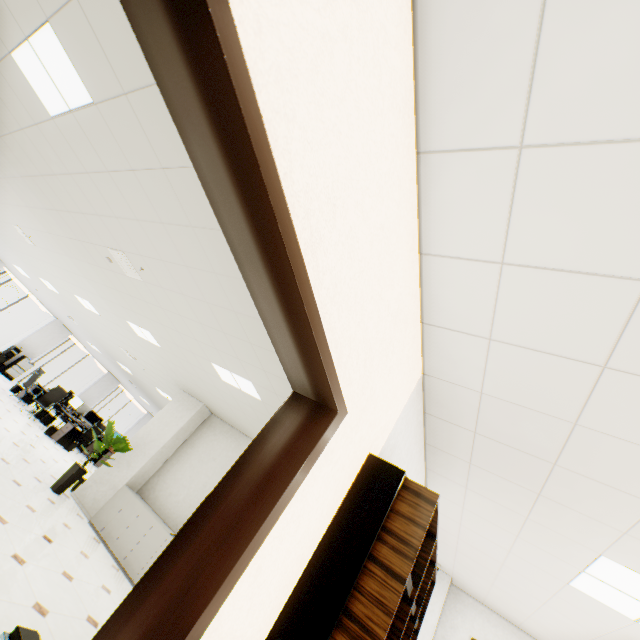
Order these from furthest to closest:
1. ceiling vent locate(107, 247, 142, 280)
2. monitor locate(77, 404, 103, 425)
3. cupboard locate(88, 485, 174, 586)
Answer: monitor locate(77, 404, 103, 425) < cupboard locate(88, 485, 174, 586) < ceiling vent locate(107, 247, 142, 280)

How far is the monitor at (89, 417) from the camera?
12.5m

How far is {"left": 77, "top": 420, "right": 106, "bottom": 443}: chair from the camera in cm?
1142

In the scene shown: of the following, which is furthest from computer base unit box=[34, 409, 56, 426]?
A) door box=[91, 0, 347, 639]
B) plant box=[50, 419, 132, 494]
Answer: door box=[91, 0, 347, 639]

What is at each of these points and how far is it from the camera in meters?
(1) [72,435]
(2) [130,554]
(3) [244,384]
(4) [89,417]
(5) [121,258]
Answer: (1) rolling cabinet, 10.4 m
(2) cupboard, 5.6 m
(3) light, 5.0 m
(4) monitor, 12.6 m
(5) ceiling vent, 4.5 m

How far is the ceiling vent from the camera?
4.4m

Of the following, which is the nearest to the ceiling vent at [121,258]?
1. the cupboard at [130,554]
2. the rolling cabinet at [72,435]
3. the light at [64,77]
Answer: the light at [64,77]

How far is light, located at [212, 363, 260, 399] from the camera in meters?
4.9
